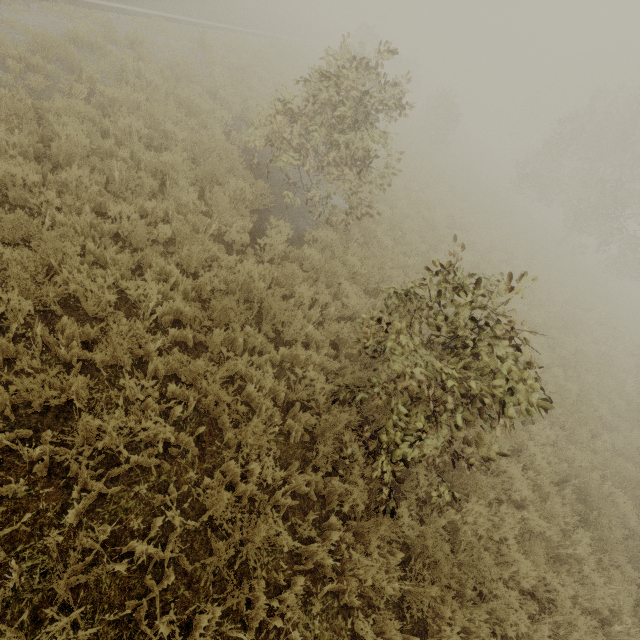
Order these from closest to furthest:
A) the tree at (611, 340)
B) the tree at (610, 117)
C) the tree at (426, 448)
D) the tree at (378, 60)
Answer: the tree at (426, 448) < the tree at (378, 60) < the tree at (611, 340) < the tree at (610, 117)

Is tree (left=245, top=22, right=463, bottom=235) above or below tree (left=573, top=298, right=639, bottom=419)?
above

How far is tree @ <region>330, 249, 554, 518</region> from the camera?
3.45m

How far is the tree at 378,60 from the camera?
7.0m

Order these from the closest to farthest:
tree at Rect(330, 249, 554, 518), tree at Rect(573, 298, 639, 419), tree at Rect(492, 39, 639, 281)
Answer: tree at Rect(330, 249, 554, 518)
tree at Rect(573, 298, 639, 419)
tree at Rect(492, 39, 639, 281)

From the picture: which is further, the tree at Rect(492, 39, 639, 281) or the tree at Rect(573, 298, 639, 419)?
the tree at Rect(492, 39, 639, 281)

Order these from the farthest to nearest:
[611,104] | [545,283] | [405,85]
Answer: [405,85] → [611,104] → [545,283]
